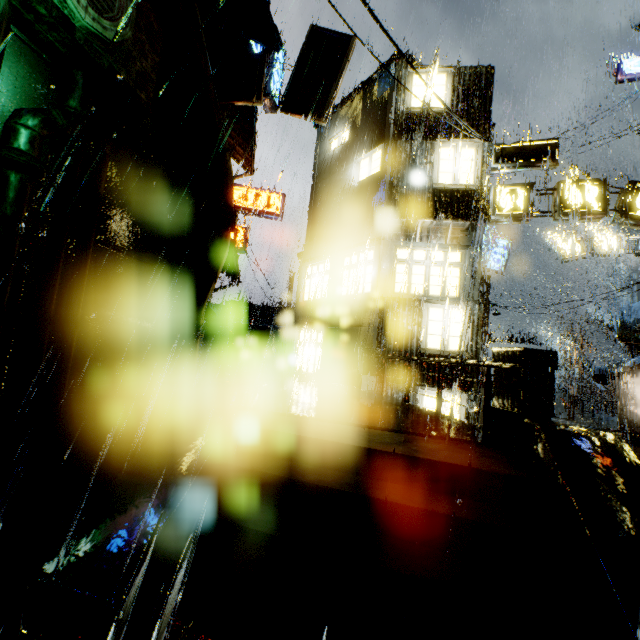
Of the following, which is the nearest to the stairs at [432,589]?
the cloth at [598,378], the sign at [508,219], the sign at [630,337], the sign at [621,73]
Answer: the sign at [508,219]

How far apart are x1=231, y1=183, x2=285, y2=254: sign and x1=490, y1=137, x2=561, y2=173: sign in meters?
12.6

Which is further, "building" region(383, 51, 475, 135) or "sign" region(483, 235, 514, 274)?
"sign" region(483, 235, 514, 274)

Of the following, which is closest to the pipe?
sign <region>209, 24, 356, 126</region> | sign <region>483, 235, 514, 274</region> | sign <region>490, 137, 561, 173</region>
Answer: sign <region>483, 235, 514, 274</region>

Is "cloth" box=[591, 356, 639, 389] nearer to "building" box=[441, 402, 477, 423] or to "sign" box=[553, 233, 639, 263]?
"building" box=[441, 402, 477, 423]

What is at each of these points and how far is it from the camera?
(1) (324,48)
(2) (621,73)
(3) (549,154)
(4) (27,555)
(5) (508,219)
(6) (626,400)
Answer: (1) sign, 10.9 meters
(2) sign, 19.5 meters
(3) sign, 11.6 meters
(4) building, 6.6 meters
(5) sign, 11.8 meters
(6) building, 19.5 meters

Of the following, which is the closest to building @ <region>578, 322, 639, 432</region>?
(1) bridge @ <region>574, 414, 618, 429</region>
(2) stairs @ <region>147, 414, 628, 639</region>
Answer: (1) bridge @ <region>574, 414, 618, 429</region>

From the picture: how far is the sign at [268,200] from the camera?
20.59m
